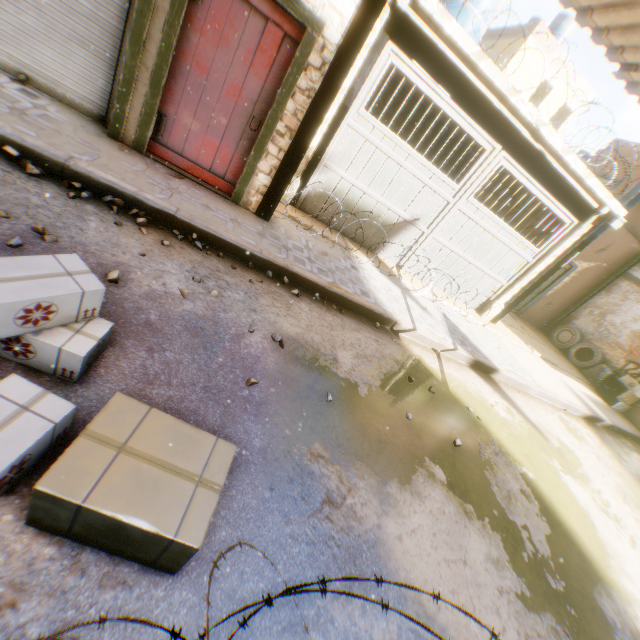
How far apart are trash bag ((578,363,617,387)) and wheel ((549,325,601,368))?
0.1m

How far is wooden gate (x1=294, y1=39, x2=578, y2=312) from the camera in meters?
5.7 m

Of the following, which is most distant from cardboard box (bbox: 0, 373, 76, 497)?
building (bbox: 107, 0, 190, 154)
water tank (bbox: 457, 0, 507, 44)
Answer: water tank (bbox: 457, 0, 507, 44)

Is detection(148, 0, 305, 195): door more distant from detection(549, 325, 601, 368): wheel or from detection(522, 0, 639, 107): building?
detection(549, 325, 601, 368): wheel

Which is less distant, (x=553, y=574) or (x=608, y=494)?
(x=553, y=574)

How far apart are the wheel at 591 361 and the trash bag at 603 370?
0.1m

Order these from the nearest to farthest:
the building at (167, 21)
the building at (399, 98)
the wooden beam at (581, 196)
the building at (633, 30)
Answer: the building at (633, 30), the building at (167, 21), the wooden beam at (581, 196), the building at (399, 98)

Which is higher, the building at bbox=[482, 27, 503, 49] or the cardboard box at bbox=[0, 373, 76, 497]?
the building at bbox=[482, 27, 503, 49]
